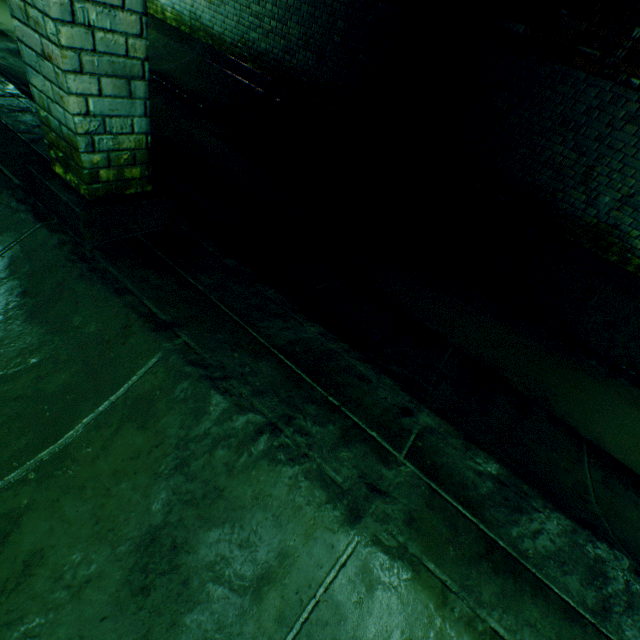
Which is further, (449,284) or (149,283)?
(449,284)
